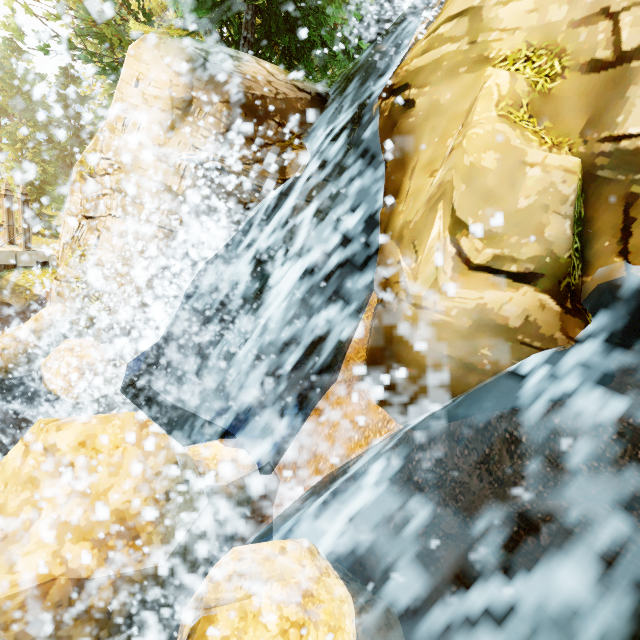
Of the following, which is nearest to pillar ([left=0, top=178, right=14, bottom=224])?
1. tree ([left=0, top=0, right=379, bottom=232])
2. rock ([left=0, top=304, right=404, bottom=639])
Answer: tree ([left=0, top=0, right=379, bottom=232])

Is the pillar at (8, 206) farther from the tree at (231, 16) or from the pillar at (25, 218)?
the tree at (231, 16)

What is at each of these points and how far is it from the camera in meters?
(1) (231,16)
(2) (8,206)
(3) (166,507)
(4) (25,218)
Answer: (1) tree, 8.8
(2) pillar, 13.7
(3) rock, 3.9
(4) pillar, 13.3

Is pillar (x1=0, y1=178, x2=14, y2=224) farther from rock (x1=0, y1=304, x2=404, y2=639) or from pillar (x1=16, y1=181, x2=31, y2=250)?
rock (x1=0, y1=304, x2=404, y2=639)

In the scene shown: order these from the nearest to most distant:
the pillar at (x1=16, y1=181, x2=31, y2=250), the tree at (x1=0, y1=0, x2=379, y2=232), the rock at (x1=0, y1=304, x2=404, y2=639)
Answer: the rock at (x1=0, y1=304, x2=404, y2=639)
the tree at (x1=0, y1=0, x2=379, y2=232)
the pillar at (x1=16, y1=181, x2=31, y2=250)

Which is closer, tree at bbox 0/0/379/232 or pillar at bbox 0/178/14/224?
tree at bbox 0/0/379/232

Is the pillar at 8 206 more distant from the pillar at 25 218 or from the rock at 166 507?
the rock at 166 507

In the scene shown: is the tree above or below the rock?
above
